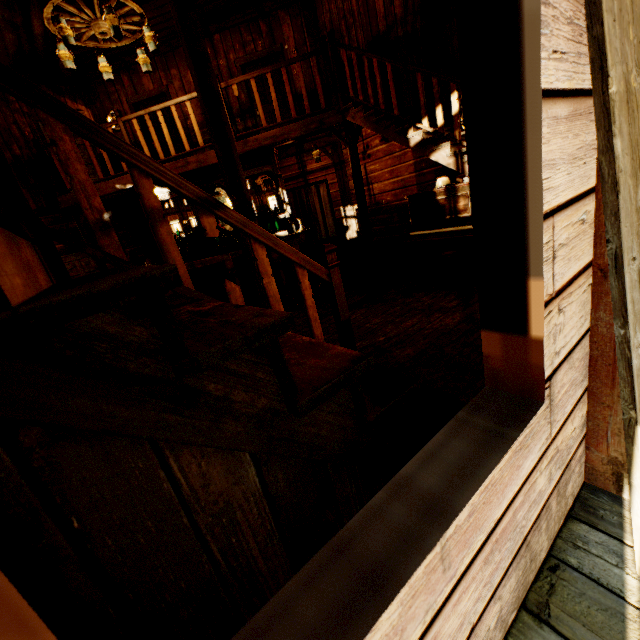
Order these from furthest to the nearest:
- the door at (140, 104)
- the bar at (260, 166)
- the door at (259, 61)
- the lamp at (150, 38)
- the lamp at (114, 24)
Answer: the door at (140, 104)
the door at (259, 61)
the bar at (260, 166)
the lamp at (150, 38)
the lamp at (114, 24)

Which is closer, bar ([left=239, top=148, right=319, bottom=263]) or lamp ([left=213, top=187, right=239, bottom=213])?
lamp ([left=213, top=187, right=239, bottom=213])

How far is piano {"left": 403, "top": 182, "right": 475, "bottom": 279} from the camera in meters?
4.6 m

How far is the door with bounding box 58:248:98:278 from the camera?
8.62m

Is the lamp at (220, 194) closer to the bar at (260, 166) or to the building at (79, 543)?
the building at (79, 543)

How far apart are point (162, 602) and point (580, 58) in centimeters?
185cm

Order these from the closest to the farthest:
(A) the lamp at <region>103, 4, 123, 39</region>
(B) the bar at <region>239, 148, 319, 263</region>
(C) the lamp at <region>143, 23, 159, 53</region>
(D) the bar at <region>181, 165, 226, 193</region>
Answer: (A) the lamp at <region>103, 4, 123, 39</region>
(C) the lamp at <region>143, 23, 159, 53</region>
(B) the bar at <region>239, 148, 319, 263</region>
(D) the bar at <region>181, 165, 226, 193</region>

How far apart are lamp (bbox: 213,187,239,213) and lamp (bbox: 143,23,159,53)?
3.40m
